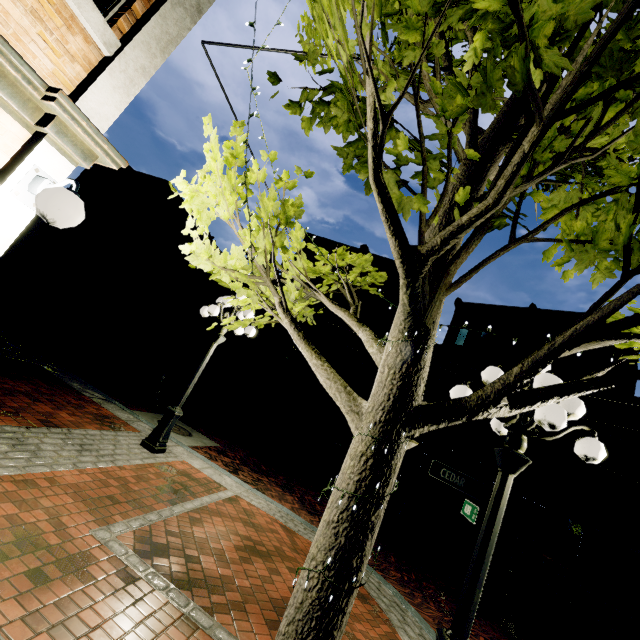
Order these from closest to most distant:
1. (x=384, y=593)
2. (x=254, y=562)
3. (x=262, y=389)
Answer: (x=254, y=562), (x=384, y=593), (x=262, y=389)

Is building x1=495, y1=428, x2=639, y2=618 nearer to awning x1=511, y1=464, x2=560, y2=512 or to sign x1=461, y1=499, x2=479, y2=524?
awning x1=511, y1=464, x2=560, y2=512

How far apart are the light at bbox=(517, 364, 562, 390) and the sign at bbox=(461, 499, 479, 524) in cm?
10

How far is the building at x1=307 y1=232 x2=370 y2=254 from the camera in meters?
25.9

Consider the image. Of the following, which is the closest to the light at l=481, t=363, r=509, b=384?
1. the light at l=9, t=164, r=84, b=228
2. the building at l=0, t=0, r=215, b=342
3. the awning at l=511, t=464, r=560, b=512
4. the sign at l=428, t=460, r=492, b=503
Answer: the sign at l=428, t=460, r=492, b=503

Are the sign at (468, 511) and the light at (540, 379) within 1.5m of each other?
yes

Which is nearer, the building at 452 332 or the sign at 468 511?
the sign at 468 511
